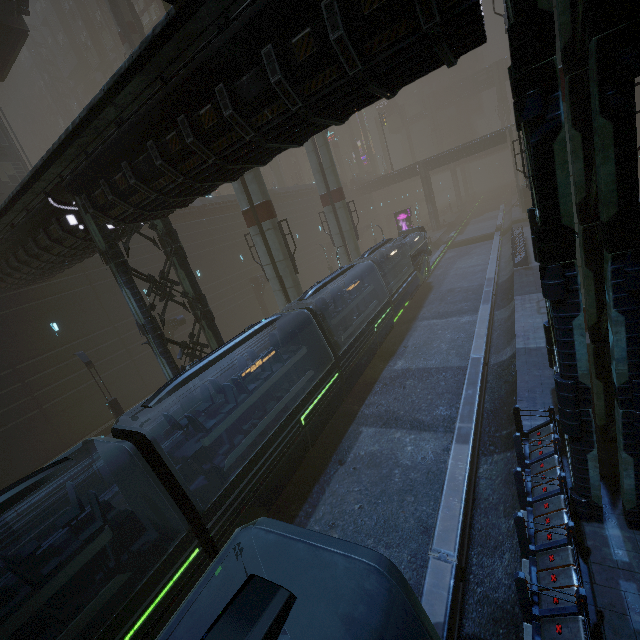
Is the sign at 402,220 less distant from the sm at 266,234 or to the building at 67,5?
the building at 67,5

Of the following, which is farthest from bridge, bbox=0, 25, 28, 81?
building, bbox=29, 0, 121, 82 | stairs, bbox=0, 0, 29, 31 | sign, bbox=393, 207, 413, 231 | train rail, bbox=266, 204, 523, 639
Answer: sign, bbox=393, 207, 413, 231

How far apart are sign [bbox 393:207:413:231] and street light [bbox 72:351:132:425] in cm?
3735

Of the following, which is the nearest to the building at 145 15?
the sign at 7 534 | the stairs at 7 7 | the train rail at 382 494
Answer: the train rail at 382 494

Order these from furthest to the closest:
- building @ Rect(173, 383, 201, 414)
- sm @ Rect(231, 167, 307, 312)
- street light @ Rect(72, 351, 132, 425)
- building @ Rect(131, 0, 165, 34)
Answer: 1. building @ Rect(131, 0, 165, 34)
2. sm @ Rect(231, 167, 307, 312)
3. street light @ Rect(72, 351, 132, 425)
4. building @ Rect(173, 383, 201, 414)

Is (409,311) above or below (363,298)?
below

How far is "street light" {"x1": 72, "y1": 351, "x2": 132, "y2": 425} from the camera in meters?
17.9

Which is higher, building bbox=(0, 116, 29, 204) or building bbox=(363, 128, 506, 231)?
building bbox=(0, 116, 29, 204)
